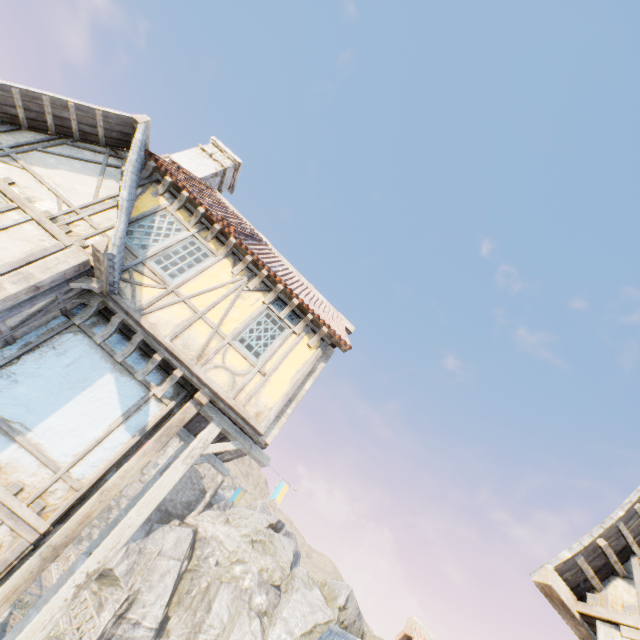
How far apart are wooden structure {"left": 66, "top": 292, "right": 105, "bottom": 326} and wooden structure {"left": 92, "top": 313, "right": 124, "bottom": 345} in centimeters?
33cm

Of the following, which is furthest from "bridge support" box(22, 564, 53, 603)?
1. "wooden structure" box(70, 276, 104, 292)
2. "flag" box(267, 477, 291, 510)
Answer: "wooden structure" box(70, 276, 104, 292)

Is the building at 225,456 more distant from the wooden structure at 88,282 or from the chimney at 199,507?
the chimney at 199,507

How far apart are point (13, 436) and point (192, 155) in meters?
9.9

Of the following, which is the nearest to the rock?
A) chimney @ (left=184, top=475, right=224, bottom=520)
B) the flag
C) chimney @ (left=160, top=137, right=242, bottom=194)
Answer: chimney @ (left=184, top=475, right=224, bottom=520)

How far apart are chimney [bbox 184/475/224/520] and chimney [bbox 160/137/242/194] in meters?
39.0

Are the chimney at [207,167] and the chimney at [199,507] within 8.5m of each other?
no

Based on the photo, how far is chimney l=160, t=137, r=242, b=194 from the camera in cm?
1096
